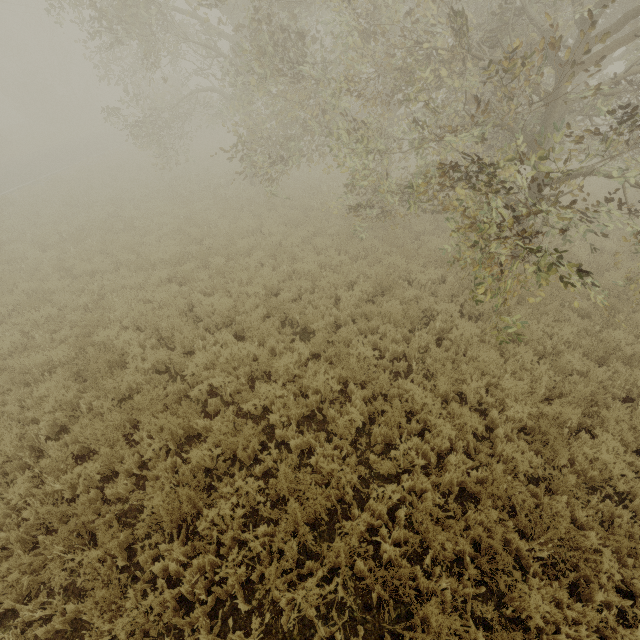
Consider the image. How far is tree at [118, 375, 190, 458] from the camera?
5.49m

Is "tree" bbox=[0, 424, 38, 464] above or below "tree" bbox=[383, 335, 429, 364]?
above

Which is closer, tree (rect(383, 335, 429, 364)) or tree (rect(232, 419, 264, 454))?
tree (rect(232, 419, 264, 454))

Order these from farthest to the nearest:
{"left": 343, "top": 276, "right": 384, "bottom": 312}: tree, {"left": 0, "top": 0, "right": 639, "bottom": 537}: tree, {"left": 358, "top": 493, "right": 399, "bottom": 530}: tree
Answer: {"left": 343, "top": 276, "right": 384, "bottom": 312}: tree, {"left": 0, "top": 0, "right": 639, "bottom": 537}: tree, {"left": 358, "top": 493, "right": 399, "bottom": 530}: tree

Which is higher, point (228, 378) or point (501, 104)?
point (501, 104)

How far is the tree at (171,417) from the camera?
5.5 meters
